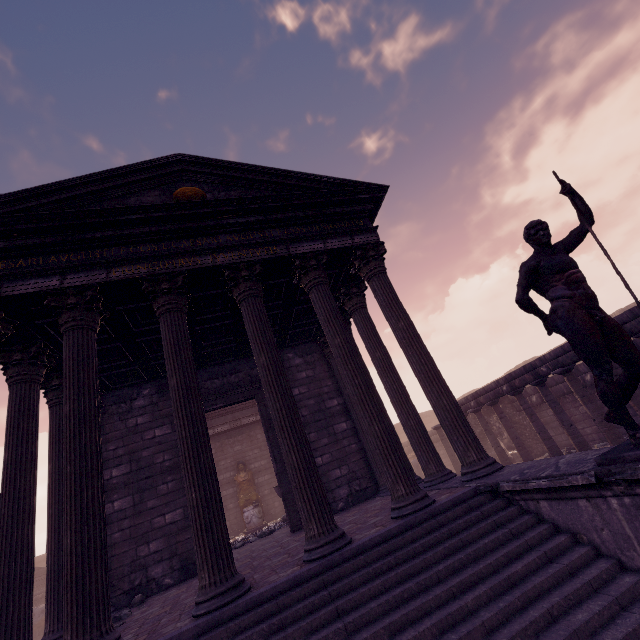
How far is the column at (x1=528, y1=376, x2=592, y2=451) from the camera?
9.2 meters

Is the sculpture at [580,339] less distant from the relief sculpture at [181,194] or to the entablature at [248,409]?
the relief sculpture at [181,194]

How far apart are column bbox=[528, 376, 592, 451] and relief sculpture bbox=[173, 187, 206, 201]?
10.57m

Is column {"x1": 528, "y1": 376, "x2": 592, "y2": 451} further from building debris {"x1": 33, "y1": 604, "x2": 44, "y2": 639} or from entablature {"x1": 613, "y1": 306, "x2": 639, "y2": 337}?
building debris {"x1": 33, "y1": 604, "x2": 44, "y2": 639}

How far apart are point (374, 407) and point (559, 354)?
6.9 meters

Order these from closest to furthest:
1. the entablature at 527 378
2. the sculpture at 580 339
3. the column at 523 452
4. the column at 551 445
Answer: the sculpture at 580 339 < the entablature at 527 378 < the column at 551 445 < the column at 523 452

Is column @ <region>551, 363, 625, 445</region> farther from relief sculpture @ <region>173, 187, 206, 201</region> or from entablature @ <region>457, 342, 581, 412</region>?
relief sculpture @ <region>173, 187, 206, 201</region>

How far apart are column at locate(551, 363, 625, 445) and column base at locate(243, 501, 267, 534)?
11.9m
